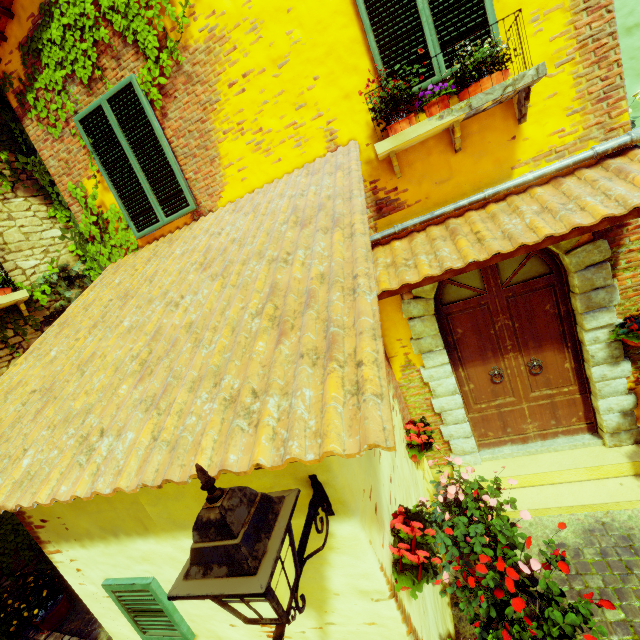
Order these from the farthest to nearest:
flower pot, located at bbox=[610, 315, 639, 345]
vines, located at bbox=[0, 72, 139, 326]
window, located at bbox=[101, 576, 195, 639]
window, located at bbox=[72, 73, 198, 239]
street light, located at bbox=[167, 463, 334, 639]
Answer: vines, located at bbox=[0, 72, 139, 326] → window, located at bbox=[72, 73, 198, 239] → flower pot, located at bbox=[610, 315, 639, 345] → window, located at bbox=[101, 576, 195, 639] → street light, located at bbox=[167, 463, 334, 639]

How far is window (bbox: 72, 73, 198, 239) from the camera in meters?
4.0

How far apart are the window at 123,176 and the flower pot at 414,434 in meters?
3.9

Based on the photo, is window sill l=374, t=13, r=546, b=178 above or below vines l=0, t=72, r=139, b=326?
below

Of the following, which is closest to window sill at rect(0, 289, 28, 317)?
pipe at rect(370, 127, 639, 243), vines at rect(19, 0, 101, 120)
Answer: vines at rect(19, 0, 101, 120)

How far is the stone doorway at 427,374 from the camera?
4.1m

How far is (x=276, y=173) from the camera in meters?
4.0 m

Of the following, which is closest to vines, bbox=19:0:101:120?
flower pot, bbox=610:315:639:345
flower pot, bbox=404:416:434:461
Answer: flower pot, bbox=404:416:434:461
